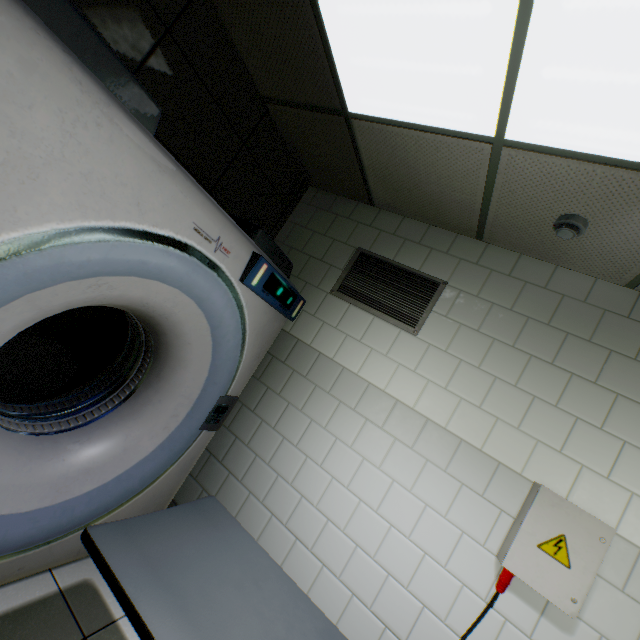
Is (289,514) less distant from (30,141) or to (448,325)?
(448,325)

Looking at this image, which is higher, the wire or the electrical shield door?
the electrical shield door

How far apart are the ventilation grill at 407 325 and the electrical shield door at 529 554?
1.3 meters

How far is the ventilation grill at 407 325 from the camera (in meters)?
2.59

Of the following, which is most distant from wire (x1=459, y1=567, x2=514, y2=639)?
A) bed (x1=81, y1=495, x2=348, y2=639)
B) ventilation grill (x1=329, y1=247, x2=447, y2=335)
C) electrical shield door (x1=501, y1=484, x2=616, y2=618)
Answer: ventilation grill (x1=329, y1=247, x2=447, y2=335)

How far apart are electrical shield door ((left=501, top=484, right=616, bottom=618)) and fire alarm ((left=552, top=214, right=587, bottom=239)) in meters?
1.5 m

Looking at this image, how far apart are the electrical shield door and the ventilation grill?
1.27m

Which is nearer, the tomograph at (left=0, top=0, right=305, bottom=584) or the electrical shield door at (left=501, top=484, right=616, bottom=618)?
the tomograph at (left=0, top=0, right=305, bottom=584)
